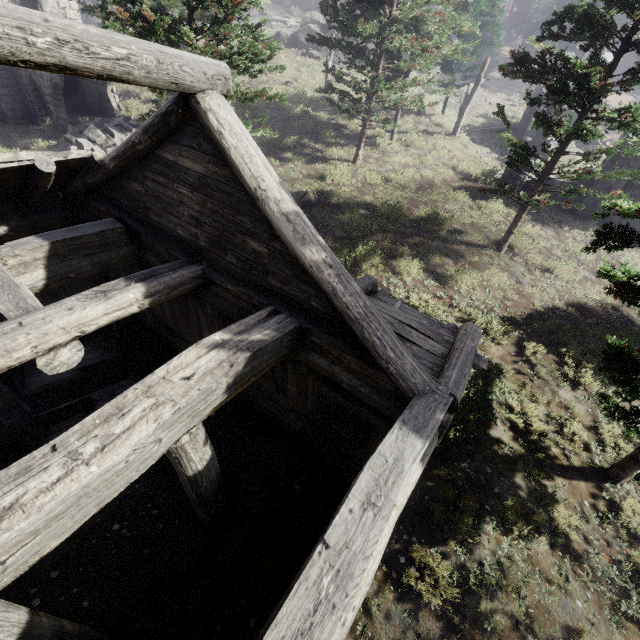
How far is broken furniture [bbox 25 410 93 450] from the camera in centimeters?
659cm

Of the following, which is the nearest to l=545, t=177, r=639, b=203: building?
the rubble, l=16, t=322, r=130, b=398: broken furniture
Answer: l=16, t=322, r=130, b=398: broken furniture

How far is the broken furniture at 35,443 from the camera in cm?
659

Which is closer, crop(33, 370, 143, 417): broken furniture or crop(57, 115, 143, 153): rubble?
crop(33, 370, 143, 417): broken furniture

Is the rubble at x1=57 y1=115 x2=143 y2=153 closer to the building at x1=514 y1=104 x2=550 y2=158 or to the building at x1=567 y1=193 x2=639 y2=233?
the building at x1=567 y1=193 x2=639 y2=233

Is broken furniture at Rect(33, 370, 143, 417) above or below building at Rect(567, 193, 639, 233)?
below

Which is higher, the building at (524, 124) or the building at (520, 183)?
the building at (524, 124)

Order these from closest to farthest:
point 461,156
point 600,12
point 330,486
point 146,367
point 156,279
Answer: point 156,279 → point 330,486 → point 146,367 → point 600,12 → point 461,156
